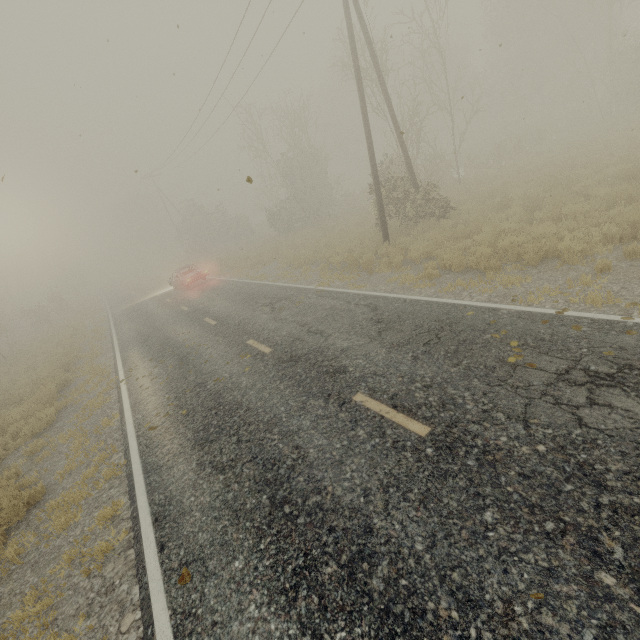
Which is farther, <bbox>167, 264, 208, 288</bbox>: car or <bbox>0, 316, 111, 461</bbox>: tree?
<bbox>167, 264, 208, 288</bbox>: car

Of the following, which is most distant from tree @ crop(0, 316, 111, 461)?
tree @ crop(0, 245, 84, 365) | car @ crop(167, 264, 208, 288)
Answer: tree @ crop(0, 245, 84, 365)

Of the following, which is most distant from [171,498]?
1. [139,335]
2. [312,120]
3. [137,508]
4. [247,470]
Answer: [312,120]

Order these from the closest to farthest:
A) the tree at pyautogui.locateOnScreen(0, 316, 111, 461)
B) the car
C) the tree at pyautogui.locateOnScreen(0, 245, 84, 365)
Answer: the tree at pyautogui.locateOnScreen(0, 316, 111, 461) → the car → the tree at pyautogui.locateOnScreen(0, 245, 84, 365)

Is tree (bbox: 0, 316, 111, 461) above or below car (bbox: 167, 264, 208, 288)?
below

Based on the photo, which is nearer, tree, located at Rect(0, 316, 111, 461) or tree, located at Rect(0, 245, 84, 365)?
tree, located at Rect(0, 316, 111, 461)

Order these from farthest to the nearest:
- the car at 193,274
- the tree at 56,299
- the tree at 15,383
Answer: the tree at 56,299 → the car at 193,274 → the tree at 15,383

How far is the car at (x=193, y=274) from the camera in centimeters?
2192cm
